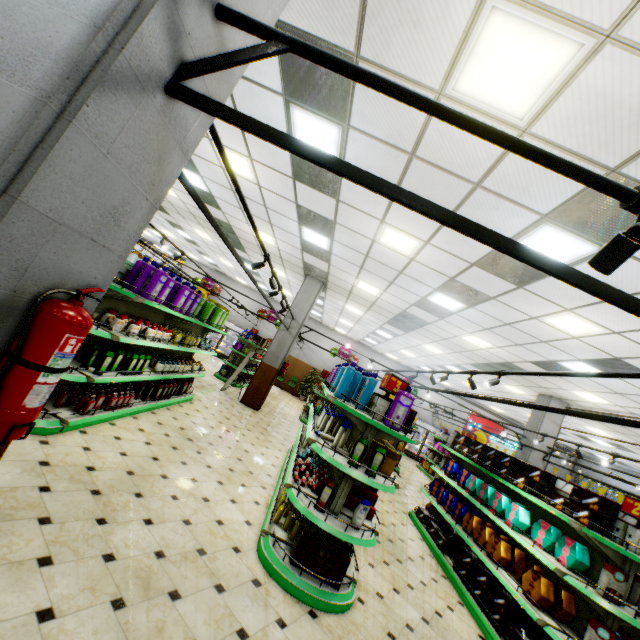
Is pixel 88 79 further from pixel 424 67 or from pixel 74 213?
pixel 424 67

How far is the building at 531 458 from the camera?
10.62m

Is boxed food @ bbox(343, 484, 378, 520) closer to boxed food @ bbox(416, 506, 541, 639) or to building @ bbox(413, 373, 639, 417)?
building @ bbox(413, 373, 639, 417)

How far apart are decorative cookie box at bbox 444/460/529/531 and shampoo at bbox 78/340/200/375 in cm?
627

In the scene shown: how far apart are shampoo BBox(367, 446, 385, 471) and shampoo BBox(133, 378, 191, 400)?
4.7m

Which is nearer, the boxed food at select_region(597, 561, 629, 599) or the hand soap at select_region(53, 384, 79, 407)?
the boxed food at select_region(597, 561, 629, 599)

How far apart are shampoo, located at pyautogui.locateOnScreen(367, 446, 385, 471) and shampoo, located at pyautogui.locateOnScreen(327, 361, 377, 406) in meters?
0.9 m

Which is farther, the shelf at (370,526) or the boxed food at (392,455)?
the boxed food at (392,455)
